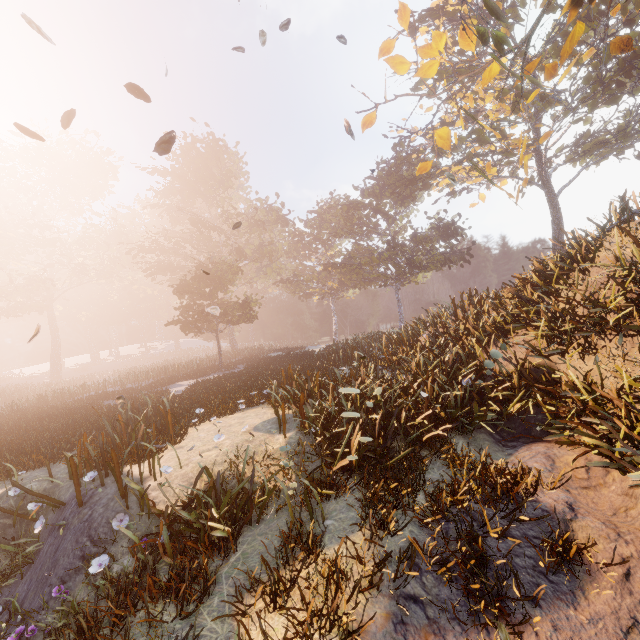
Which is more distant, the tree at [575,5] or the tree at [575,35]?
the tree at [575,35]

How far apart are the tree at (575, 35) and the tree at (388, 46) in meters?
4.6

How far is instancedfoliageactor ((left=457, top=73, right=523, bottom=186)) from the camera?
19.67m

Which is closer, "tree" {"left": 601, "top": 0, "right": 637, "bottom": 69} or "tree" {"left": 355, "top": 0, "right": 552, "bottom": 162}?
"tree" {"left": 355, "top": 0, "right": 552, "bottom": 162}

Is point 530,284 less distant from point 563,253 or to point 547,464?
point 563,253

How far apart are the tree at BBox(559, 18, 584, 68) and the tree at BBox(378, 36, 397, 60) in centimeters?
457cm

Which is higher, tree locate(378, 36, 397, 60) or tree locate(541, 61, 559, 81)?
tree locate(378, 36, 397, 60)
